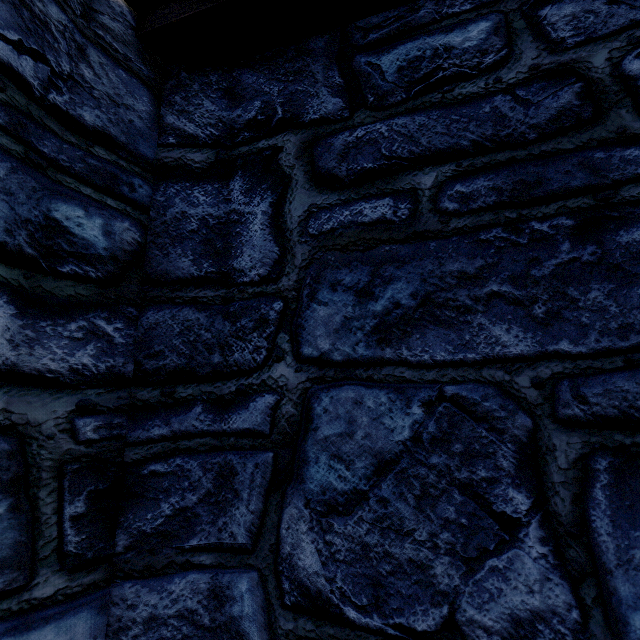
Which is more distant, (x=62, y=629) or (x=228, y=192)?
(x=228, y=192)
